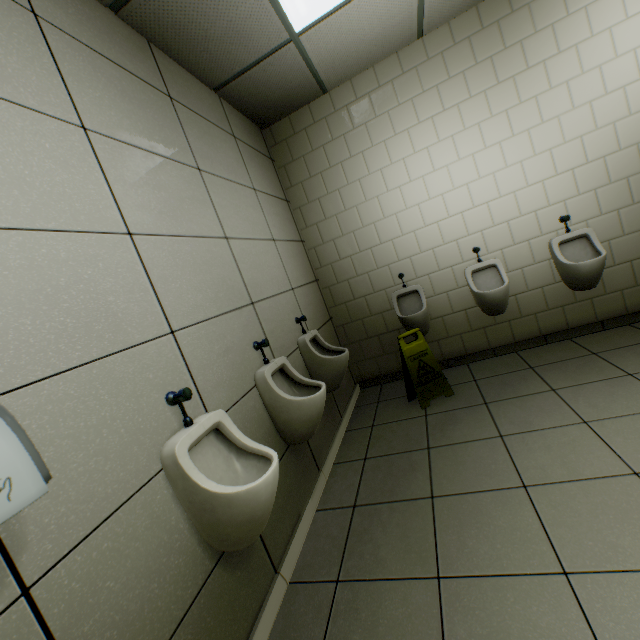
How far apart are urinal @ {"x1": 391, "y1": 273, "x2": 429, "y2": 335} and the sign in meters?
0.3 m

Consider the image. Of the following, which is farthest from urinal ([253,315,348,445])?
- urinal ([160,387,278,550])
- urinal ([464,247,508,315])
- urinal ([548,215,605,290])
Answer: urinal ([548,215,605,290])

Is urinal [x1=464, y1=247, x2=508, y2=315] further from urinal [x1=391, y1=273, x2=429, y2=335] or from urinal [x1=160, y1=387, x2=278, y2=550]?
urinal [x1=160, y1=387, x2=278, y2=550]

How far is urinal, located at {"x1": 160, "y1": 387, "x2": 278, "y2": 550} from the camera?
1.24m

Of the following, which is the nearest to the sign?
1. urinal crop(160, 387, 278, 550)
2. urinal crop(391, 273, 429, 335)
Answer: urinal crop(391, 273, 429, 335)

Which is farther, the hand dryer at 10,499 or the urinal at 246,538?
the urinal at 246,538

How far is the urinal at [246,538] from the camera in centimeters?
124cm

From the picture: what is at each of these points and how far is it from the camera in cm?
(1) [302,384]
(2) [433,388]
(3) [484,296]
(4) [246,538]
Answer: (1) urinal, 229
(2) sign, 302
(3) urinal, 315
(4) urinal, 134
